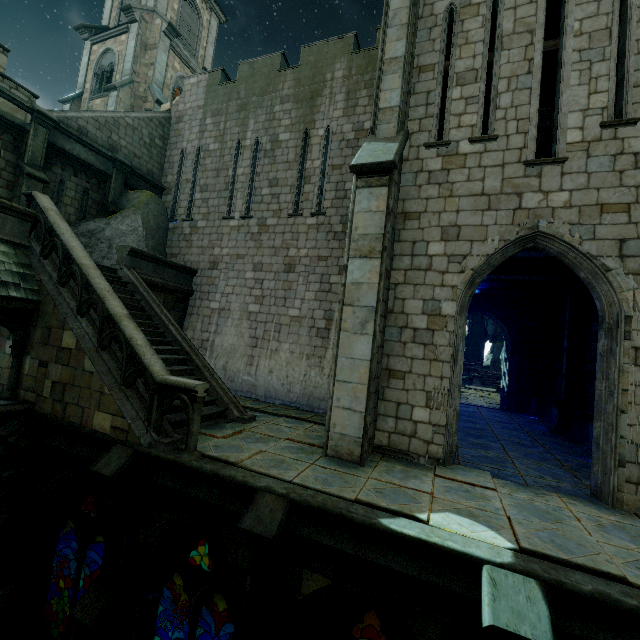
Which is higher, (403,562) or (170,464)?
(170,464)

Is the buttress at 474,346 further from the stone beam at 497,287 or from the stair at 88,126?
the stair at 88,126

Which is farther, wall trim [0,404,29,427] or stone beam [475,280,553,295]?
stone beam [475,280,553,295]

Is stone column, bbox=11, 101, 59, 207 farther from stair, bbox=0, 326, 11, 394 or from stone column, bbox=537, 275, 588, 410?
stone column, bbox=537, 275, 588, 410

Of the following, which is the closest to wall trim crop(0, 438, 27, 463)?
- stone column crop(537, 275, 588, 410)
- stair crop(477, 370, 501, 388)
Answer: stone column crop(537, 275, 588, 410)

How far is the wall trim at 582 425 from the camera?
10.3 meters

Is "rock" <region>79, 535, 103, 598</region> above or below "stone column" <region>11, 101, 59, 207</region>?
below

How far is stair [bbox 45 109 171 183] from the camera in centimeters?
1210cm
